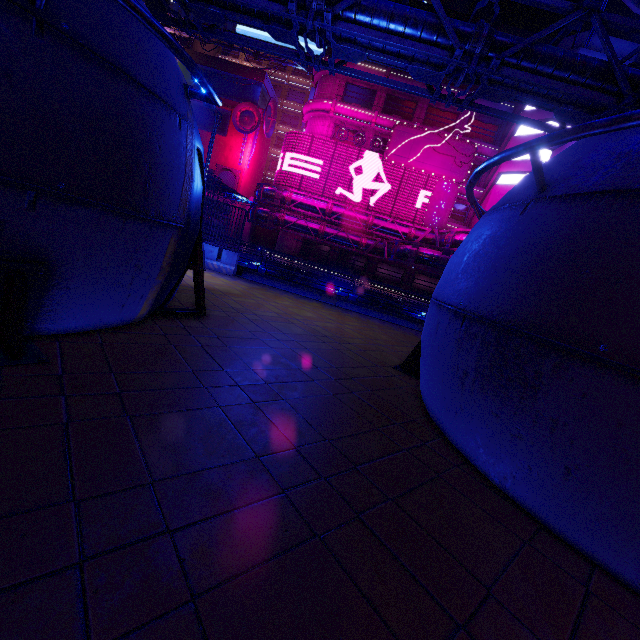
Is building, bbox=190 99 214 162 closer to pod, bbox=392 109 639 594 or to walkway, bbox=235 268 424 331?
walkway, bbox=235 268 424 331

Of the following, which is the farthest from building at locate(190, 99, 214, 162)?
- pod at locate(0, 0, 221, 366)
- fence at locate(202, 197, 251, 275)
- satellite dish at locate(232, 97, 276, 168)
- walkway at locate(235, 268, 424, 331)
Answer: pod at locate(0, 0, 221, 366)

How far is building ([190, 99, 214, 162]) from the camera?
46.8m

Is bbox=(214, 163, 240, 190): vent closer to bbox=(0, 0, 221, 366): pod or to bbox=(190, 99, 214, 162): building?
bbox=(190, 99, 214, 162): building

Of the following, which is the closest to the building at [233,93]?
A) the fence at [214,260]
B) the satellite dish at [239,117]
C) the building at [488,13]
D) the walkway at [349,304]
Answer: the satellite dish at [239,117]

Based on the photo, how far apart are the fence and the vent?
37.8 meters

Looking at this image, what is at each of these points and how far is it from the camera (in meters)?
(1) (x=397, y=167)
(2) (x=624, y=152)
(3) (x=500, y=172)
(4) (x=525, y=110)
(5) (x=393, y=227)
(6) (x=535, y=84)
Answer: (1) sign, 37.38
(2) pod, 3.21
(3) building, 34.81
(4) building, 33.44
(5) pipe, 37.31
(6) pipe, 9.42

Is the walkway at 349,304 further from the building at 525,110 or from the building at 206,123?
the building at 206,123
